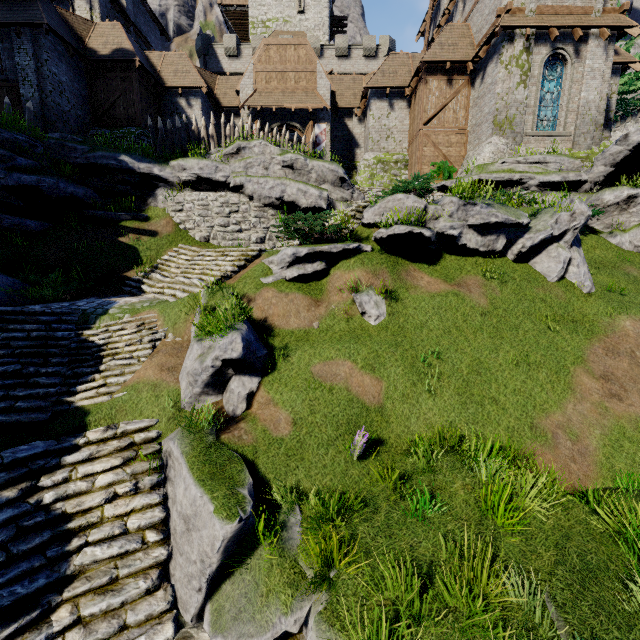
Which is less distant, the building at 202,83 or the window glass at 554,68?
the building at 202,83

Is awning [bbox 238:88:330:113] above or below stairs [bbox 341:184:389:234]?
above

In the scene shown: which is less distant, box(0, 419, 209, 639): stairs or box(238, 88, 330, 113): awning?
box(0, 419, 209, 639): stairs

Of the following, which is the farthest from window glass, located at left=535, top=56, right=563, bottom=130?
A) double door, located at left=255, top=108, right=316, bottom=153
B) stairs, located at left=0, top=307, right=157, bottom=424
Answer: stairs, located at left=0, top=307, right=157, bottom=424

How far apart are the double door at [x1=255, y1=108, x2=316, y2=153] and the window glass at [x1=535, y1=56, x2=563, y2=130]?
13.1m

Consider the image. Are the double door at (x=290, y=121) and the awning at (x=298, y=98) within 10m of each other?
yes

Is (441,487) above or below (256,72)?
below

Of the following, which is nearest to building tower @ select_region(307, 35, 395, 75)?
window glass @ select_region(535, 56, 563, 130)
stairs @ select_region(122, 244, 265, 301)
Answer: window glass @ select_region(535, 56, 563, 130)
